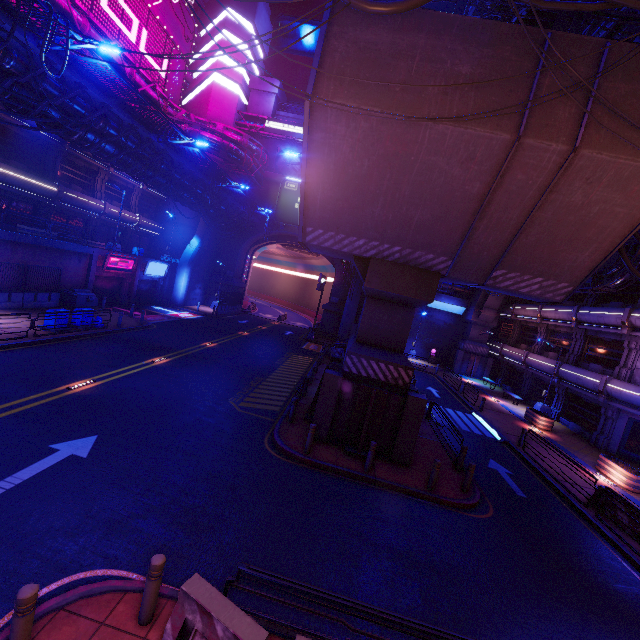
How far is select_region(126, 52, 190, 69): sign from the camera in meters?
30.1 m

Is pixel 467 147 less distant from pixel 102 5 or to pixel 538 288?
pixel 538 288

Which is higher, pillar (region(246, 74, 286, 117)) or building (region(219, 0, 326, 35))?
building (region(219, 0, 326, 35))

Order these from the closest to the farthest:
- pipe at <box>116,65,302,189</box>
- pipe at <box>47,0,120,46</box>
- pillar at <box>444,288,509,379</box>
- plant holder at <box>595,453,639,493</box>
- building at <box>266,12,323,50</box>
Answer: plant holder at <box>595,453,639,493</box> < pipe at <box>47,0,120,46</box> < pipe at <box>116,65,302,189</box> < pillar at <box>444,288,509,379</box> < building at <box>266,12,323,50</box>

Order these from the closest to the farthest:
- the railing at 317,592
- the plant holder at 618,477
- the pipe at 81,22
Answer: the railing at 317,592
the plant holder at 618,477
the pipe at 81,22

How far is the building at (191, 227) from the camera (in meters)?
41.09

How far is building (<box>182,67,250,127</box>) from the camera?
39.7m

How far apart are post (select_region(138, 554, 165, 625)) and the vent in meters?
43.9
